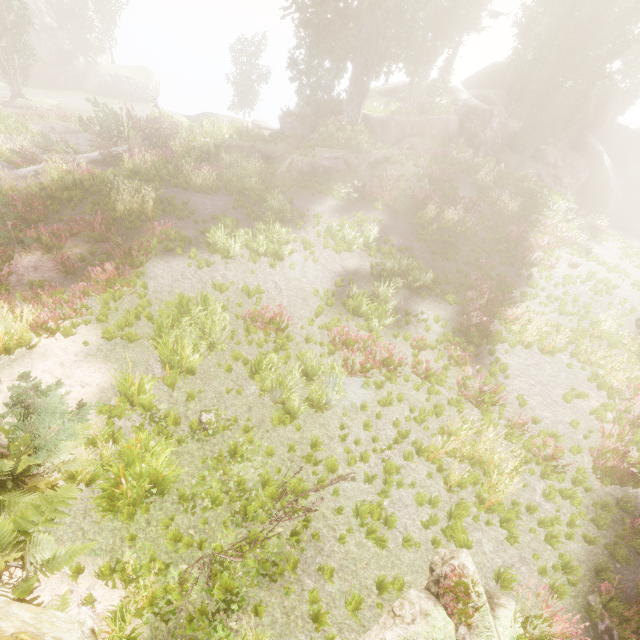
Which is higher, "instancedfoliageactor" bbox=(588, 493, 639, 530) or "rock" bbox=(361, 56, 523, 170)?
"rock" bbox=(361, 56, 523, 170)

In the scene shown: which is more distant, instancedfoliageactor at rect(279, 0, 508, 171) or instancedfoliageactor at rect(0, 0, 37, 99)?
instancedfoliageactor at rect(0, 0, 37, 99)

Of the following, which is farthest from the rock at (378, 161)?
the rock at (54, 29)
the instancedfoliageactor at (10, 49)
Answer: the rock at (54, 29)

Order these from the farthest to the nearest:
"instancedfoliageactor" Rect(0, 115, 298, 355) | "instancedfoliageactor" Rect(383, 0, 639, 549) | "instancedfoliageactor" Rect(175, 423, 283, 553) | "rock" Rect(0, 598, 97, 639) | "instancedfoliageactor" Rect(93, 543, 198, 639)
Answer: "instancedfoliageactor" Rect(0, 115, 298, 355) < "instancedfoliageactor" Rect(383, 0, 639, 549) < "instancedfoliageactor" Rect(175, 423, 283, 553) < "instancedfoliageactor" Rect(93, 543, 198, 639) < "rock" Rect(0, 598, 97, 639)

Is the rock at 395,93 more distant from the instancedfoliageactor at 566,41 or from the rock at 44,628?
the rock at 44,628

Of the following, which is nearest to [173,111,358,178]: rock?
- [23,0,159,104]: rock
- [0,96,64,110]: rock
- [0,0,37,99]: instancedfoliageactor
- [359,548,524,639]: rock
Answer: [0,0,37,99]: instancedfoliageactor

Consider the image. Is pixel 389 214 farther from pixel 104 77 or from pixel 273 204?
pixel 104 77

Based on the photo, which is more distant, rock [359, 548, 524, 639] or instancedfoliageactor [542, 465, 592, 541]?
instancedfoliageactor [542, 465, 592, 541]
